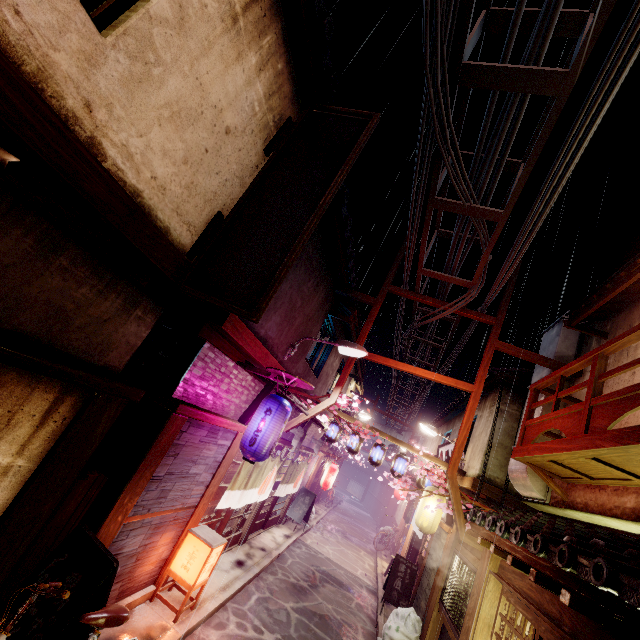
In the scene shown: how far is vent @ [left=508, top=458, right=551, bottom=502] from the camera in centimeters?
1190cm

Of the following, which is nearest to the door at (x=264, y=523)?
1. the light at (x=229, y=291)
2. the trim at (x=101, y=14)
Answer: the light at (x=229, y=291)

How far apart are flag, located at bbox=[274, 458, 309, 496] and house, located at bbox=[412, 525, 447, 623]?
8.56m

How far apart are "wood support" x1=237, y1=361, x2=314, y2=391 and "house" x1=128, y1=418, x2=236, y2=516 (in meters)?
1.97

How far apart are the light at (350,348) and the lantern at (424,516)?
8.3m

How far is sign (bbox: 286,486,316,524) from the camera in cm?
2320

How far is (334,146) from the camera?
7.50m

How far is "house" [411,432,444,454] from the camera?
31.5m
